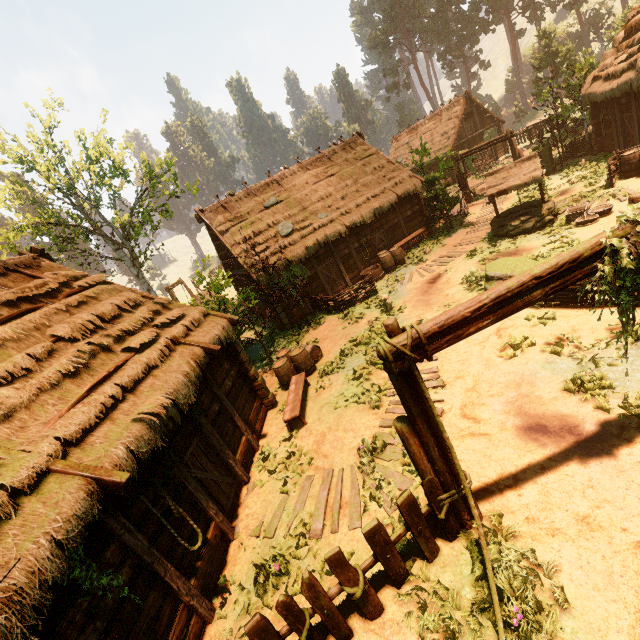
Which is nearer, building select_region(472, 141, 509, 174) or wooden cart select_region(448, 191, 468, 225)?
wooden cart select_region(448, 191, 468, 225)

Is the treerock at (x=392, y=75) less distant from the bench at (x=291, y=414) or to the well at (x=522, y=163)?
the bench at (x=291, y=414)

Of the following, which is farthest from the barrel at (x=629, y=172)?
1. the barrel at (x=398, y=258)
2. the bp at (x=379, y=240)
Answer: the bp at (x=379, y=240)

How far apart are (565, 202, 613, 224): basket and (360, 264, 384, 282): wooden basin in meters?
8.2

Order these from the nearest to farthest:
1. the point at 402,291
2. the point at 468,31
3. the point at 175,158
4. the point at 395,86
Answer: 1. the point at 402,291
2. the point at 175,158
3. the point at 468,31
4. the point at 395,86

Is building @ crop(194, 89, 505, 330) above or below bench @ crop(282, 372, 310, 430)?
above

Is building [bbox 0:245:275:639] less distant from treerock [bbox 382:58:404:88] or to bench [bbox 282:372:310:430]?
treerock [bbox 382:58:404:88]

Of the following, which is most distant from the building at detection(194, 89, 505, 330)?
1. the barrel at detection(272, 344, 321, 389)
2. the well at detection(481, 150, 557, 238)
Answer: the well at detection(481, 150, 557, 238)
